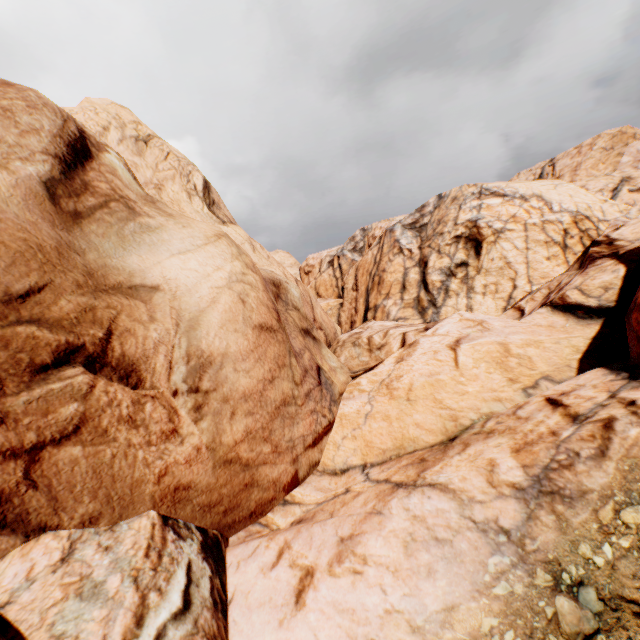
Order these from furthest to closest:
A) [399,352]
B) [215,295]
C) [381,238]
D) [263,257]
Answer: [381,238], [263,257], [399,352], [215,295]
